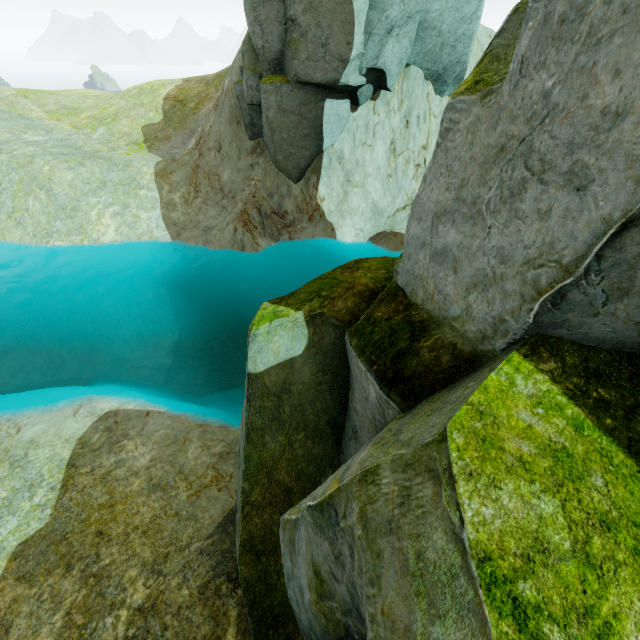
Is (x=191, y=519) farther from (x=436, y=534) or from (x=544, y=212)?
(x=544, y=212)
